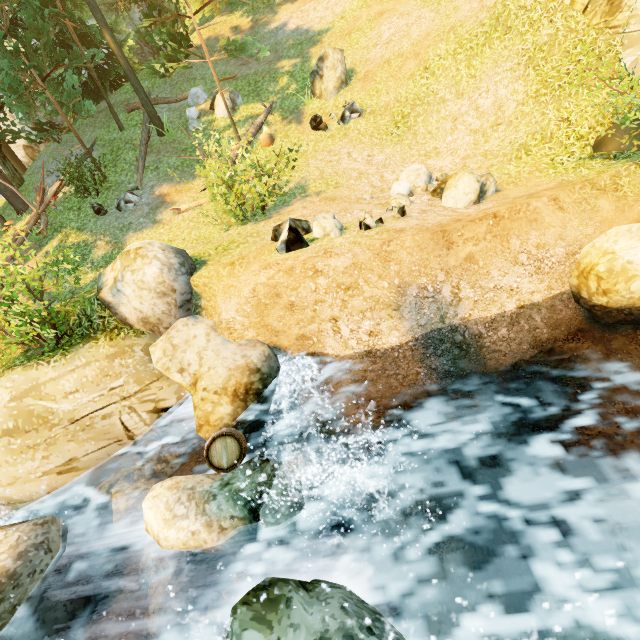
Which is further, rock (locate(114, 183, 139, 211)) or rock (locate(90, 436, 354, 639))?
rock (locate(114, 183, 139, 211))

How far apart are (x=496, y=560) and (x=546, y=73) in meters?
12.2

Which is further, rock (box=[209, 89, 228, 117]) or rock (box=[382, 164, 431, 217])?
rock (box=[209, 89, 228, 117])

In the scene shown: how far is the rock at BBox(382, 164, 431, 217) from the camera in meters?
7.3 m

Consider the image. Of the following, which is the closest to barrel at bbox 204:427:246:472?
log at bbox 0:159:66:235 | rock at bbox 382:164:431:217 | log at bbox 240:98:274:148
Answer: rock at bbox 382:164:431:217

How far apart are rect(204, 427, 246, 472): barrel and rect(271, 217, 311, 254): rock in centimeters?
412cm

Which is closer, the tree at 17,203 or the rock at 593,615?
the rock at 593,615

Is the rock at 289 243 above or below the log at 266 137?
below
